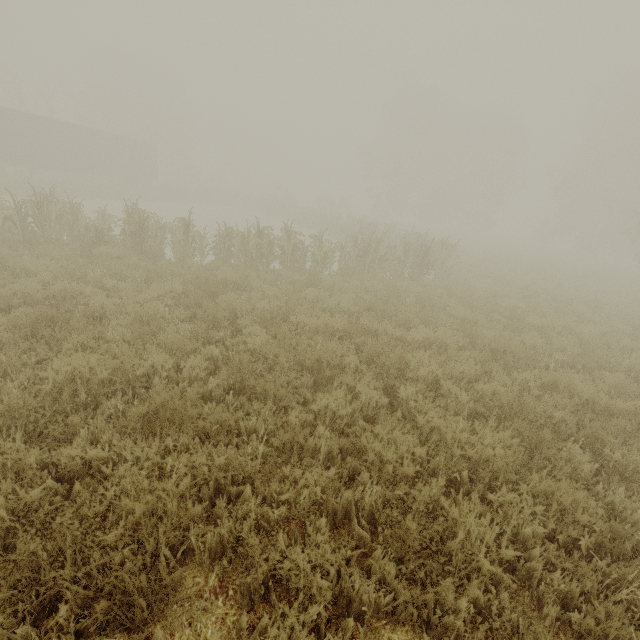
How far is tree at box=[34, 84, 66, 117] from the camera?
31.9 meters

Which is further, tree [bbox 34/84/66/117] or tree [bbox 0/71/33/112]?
tree [bbox 34/84/66/117]

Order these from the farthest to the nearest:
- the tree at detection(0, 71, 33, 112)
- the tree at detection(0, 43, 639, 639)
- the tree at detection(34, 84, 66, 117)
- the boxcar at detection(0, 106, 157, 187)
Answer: the tree at detection(34, 84, 66, 117) → the tree at detection(0, 71, 33, 112) → the boxcar at detection(0, 106, 157, 187) → the tree at detection(0, 43, 639, 639)

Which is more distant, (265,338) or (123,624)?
(265,338)

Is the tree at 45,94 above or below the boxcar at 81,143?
above

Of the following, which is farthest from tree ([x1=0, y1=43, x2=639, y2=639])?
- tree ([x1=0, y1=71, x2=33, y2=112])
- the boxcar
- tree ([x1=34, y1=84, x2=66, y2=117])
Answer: tree ([x1=34, y1=84, x2=66, y2=117])

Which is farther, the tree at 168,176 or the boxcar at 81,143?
the boxcar at 81,143

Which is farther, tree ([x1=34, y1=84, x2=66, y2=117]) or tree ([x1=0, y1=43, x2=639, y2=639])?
tree ([x1=34, y1=84, x2=66, y2=117])
